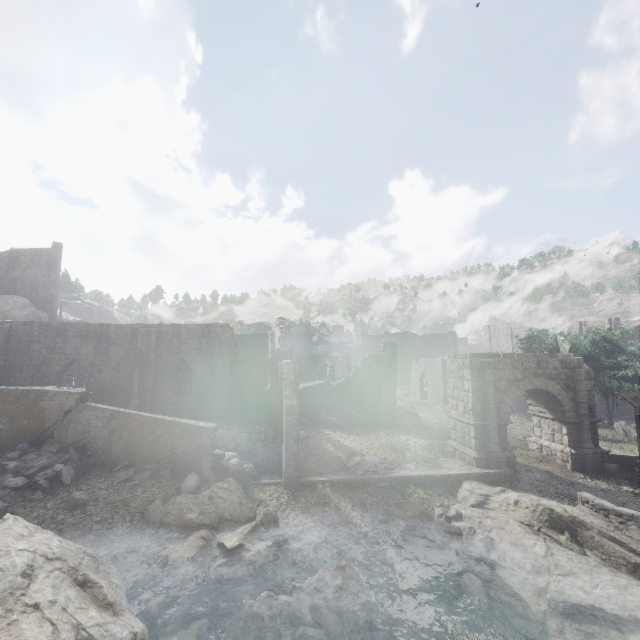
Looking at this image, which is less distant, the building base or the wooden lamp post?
the building base

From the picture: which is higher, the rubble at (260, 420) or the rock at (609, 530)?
the rubble at (260, 420)

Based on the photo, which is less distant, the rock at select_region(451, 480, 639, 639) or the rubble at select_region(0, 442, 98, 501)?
the rock at select_region(451, 480, 639, 639)

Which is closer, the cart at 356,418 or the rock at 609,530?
the rock at 609,530

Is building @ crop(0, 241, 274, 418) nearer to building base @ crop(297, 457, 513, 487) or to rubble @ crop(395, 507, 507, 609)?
building base @ crop(297, 457, 513, 487)

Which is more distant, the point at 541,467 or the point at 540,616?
the point at 541,467

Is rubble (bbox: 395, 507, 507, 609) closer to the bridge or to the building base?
the building base

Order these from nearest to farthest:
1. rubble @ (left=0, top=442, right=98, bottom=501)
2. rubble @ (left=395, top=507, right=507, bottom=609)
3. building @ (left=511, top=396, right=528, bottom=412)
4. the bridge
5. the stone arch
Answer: rubble @ (left=395, top=507, right=507, bottom=609) → the bridge → rubble @ (left=0, top=442, right=98, bottom=501) → the stone arch → building @ (left=511, top=396, right=528, bottom=412)
